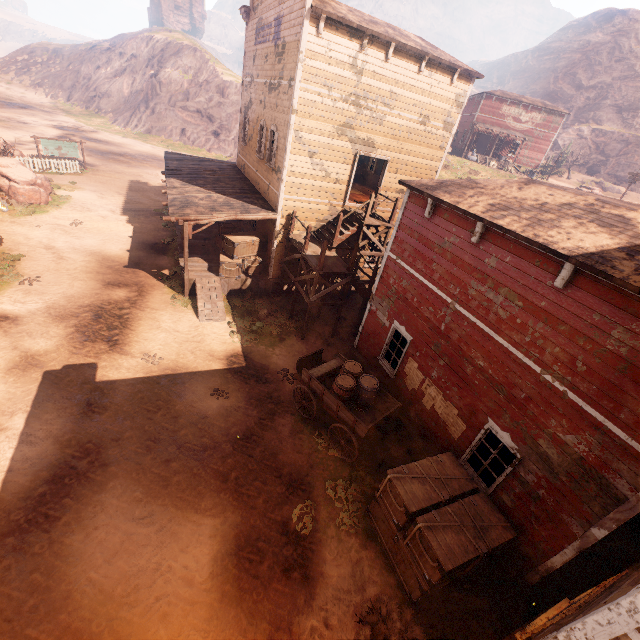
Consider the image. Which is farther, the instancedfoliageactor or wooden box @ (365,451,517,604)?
the instancedfoliageactor

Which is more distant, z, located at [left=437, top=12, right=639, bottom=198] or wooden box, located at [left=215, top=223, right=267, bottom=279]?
z, located at [left=437, top=12, right=639, bottom=198]

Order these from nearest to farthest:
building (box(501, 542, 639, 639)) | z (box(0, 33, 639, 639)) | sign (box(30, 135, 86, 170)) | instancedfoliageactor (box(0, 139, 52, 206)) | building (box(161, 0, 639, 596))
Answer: building (box(501, 542, 639, 639)) < building (box(161, 0, 639, 596)) < z (box(0, 33, 639, 639)) < instancedfoliageactor (box(0, 139, 52, 206)) < sign (box(30, 135, 86, 170))

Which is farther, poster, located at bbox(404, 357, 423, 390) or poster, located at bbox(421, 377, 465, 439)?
poster, located at bbox(404, 357, 423, 390)

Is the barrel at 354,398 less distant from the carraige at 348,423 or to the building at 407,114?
the carraige at 348,423

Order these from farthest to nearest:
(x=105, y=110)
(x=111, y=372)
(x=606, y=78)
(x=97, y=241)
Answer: (x=606, y=78) < (x=105, y=110) < (x=97, y=241) < (x=111, y=372)

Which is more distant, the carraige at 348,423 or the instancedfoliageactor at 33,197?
the instancedfoliageactor at 33,197

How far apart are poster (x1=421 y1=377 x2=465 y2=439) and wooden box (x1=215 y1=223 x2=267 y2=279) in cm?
974
